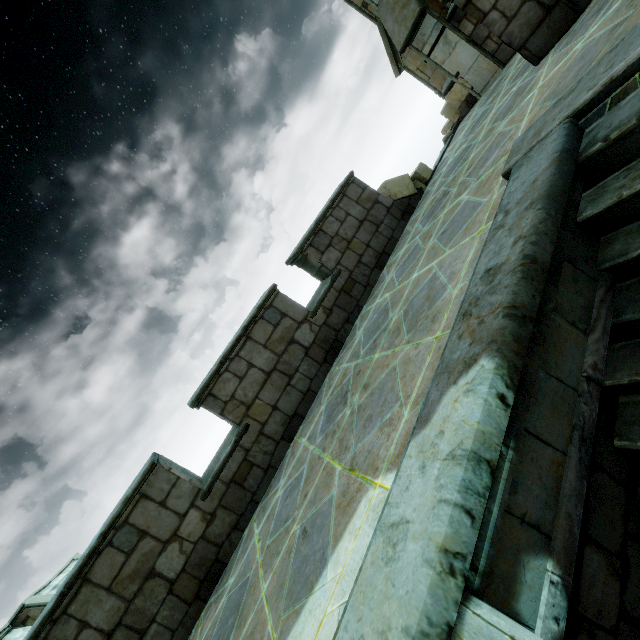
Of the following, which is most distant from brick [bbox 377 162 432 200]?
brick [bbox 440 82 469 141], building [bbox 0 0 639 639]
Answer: brick [bbox 440 82 469 141]

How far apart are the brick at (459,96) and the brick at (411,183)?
2.06m

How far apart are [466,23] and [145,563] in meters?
11.1

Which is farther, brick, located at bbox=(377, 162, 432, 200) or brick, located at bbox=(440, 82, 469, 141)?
brick, located at bbox=(440, 82, 469, 141)

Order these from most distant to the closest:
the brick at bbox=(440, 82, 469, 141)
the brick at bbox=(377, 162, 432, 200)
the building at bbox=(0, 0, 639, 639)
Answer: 1. the brick at bbox=(440, 82, 469, 141)
2. the brick at bbox=(377, 162, 432, 200)
3. the building at bbox=(0, 0, 639, 639)

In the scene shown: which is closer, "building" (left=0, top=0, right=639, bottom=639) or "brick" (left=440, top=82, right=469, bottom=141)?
"building" (left=0, top=0, right=639, bottom=639)

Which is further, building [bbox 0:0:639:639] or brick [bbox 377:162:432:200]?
brick [bbox 377:162:432:200]

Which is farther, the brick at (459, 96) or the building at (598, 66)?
the brick at (459, 96)
